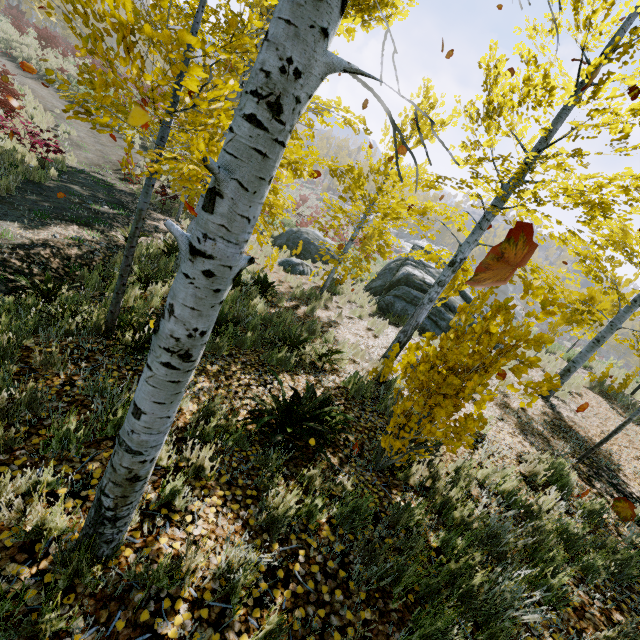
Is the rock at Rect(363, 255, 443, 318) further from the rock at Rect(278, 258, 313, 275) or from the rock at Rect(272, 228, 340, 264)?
the rock at Rect(278, 258, 313, 275)

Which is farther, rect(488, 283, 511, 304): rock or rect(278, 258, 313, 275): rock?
rect(488, 283, 511, 304): rock

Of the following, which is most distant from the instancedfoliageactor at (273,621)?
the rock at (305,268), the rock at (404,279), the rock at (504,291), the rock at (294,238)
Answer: the rock at (294,238)

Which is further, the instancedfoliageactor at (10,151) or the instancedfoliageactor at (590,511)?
the instancedfoliageactor at (10,151)

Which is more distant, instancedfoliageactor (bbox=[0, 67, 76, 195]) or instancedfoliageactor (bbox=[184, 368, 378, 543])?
instancedfoliageactor (bbox=[0, 67, 76, 195])

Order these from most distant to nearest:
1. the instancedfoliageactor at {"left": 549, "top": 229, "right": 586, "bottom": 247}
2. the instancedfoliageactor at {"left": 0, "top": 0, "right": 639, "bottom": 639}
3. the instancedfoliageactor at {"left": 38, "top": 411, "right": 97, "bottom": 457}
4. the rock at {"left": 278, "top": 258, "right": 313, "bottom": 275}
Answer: the rock at {"left": 278, "top": 258, "right": 313, "bottom": 275}
the instancedfoliageactor at {"left": 549, "top": 229, "right": 586, "bottom": 247}
the instancedfoliageactor at {"left": 38, "top": 411, "right": 97, "bottom": 457}
the instancedfoliageactor at {"left": 0, "top": 0, "right": 639, "bottom": 639}

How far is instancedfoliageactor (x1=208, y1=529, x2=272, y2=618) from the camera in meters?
2.0

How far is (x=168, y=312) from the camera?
1.3 meters
